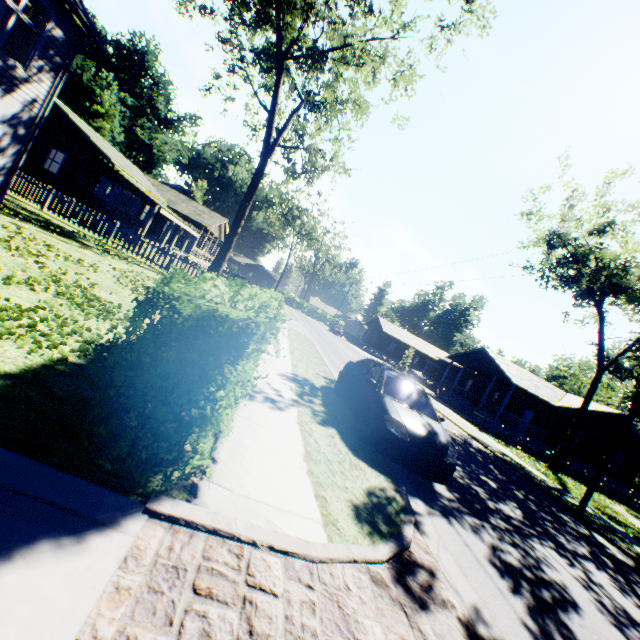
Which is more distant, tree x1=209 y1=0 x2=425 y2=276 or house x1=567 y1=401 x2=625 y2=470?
house x1=567 y1=401 x2=625 y2=470

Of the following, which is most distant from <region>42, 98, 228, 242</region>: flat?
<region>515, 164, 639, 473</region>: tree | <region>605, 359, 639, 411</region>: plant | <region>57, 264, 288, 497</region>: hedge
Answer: <region>605, 359, 639, 411</region>: plant

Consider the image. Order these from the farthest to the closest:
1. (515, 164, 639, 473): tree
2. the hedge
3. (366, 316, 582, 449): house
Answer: (366, 316, 582, 449): house → (515, 164, 639, 473): tree → the hedge

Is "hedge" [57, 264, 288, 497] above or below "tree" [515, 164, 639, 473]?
below

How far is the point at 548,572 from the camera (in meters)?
5.28

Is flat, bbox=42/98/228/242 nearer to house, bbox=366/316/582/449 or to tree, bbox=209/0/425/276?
tree, bbox=209/0/425/276

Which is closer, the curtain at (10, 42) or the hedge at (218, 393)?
the hedge at (218, 393)

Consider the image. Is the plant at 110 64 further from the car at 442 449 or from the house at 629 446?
the house at 629 446
